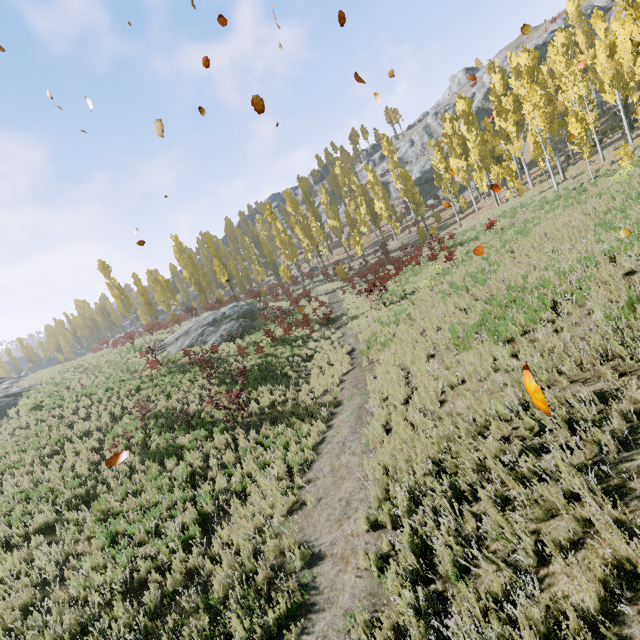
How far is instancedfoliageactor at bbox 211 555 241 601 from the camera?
5.5 meters

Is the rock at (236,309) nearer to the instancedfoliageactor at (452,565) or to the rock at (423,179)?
the instancedfoliageactor at (452,565)

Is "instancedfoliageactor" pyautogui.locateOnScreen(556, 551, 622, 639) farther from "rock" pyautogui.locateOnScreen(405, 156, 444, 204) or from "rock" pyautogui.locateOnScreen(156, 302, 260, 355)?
"rock" pyautogui.locateOnScreen(405, 156, 444, 204)

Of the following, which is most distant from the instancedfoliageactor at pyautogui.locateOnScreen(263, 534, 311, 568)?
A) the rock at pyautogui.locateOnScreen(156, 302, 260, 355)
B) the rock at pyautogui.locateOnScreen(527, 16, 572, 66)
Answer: the rock at pyautogui.locateOnScreen(527, 16, 572, 66)

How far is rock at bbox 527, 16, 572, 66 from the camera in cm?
5134

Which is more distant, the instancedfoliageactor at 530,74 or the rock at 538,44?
the rock at 538,44

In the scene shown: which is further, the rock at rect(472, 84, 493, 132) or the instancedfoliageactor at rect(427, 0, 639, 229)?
the rock at rect(472, 84, 493, 132)

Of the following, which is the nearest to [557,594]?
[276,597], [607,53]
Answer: [276,597]
